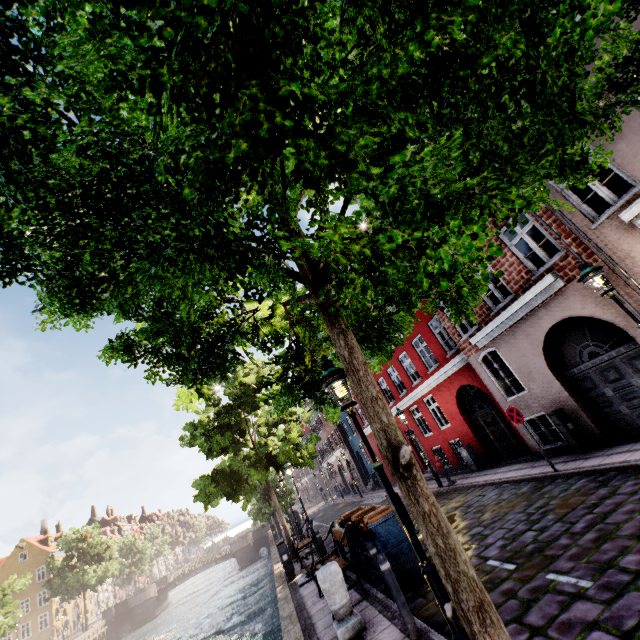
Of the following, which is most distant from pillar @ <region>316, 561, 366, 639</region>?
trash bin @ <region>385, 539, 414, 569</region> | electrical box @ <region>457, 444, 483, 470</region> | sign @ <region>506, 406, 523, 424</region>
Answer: electrical box @ <region>457, 444, 483, 470</region>

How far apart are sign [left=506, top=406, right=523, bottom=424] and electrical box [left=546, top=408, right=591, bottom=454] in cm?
115

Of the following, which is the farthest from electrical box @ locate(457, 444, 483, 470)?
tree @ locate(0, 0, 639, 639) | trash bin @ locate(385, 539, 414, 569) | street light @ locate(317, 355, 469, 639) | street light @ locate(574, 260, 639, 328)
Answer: street light @ locate(317, 355, 469, 639)

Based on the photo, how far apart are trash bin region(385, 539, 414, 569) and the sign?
4.5m

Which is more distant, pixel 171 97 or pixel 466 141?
pixel 466 141

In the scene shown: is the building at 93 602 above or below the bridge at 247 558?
above

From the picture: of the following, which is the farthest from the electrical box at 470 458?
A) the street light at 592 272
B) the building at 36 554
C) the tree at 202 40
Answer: the building at 36 554

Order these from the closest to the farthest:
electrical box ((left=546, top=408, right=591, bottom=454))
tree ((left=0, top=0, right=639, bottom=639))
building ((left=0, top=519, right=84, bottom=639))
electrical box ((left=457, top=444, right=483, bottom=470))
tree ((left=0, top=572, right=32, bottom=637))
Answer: tree ((left=0, top=0, right=639, bottom=639))
electrical box ((left=546, top=408, right=591, bottom=454))
electrical box ((left=457, top=444, right=483, bottom=470))
tree ((left=0, top=572, right=32, bottom=637))
building ((left=0, top=519, right=84, bottom=639))
